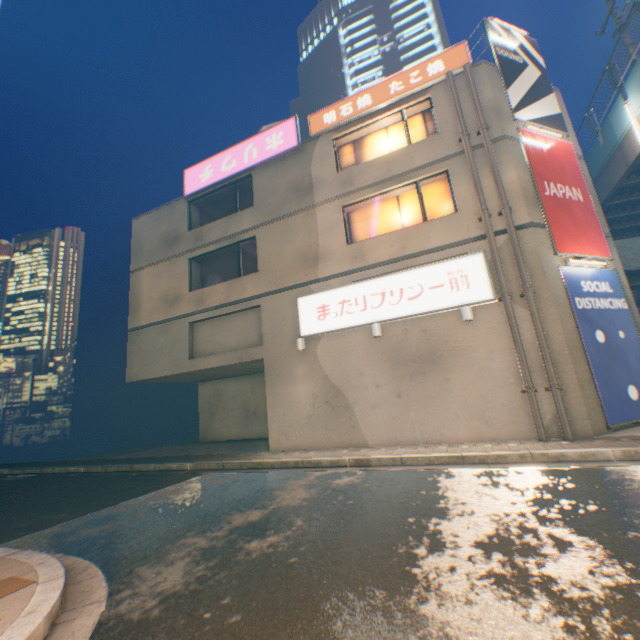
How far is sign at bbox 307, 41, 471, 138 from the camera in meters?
10.8

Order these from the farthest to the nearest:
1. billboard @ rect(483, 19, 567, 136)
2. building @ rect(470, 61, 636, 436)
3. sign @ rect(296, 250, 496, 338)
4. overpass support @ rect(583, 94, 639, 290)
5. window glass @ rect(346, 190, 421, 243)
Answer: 1. overpass support @ rect(583, 94, 639, 290)
2. window glass @ rect(346, 190, 421, 243)
3. billboard @ rect(483, 19, 567, 136)
4. sign @ rect(296, 250, 496, 338)
5. building @ rect(470, 61, 636, 436)

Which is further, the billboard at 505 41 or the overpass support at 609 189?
the overpass support at 609 189

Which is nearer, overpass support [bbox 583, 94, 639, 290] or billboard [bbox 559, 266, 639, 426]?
billboard [bbox 559, 266, 639, 426]

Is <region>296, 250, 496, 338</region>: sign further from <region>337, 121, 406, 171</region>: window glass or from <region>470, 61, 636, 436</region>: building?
<region>337, 121, 406, 171</region>: window glass

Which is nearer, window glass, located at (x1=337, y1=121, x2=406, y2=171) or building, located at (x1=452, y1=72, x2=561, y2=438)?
building, located at (x1=452, y1=72, x2=561, y2=438)

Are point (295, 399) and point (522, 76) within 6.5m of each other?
no

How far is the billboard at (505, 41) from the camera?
10.56m
